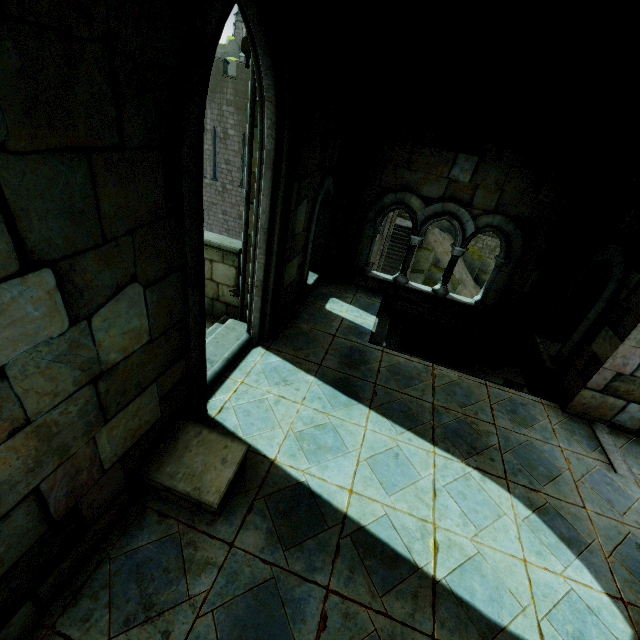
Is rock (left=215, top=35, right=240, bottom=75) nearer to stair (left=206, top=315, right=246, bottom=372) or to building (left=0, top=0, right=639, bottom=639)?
building (left=0, top=0, right=639, bottom=639)

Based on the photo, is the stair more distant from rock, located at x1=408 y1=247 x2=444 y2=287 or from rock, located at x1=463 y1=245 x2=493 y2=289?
rock, located at x1=463 y1=245 x2=493 y2=289

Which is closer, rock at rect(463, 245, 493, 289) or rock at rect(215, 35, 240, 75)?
rock at rect(463, 245, 493, 289)

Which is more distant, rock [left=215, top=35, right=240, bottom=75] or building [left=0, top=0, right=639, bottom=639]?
rock [left=215, top=35, right=240, bottom=75]

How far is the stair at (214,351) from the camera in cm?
488

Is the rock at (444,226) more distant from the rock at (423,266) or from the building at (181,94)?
the rock at (423,266)

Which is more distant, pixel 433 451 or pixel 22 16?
pixel 433 451

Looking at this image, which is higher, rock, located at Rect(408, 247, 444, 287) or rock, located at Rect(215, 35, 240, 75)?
rock, located at Rect(215, 35, 240, 75)
